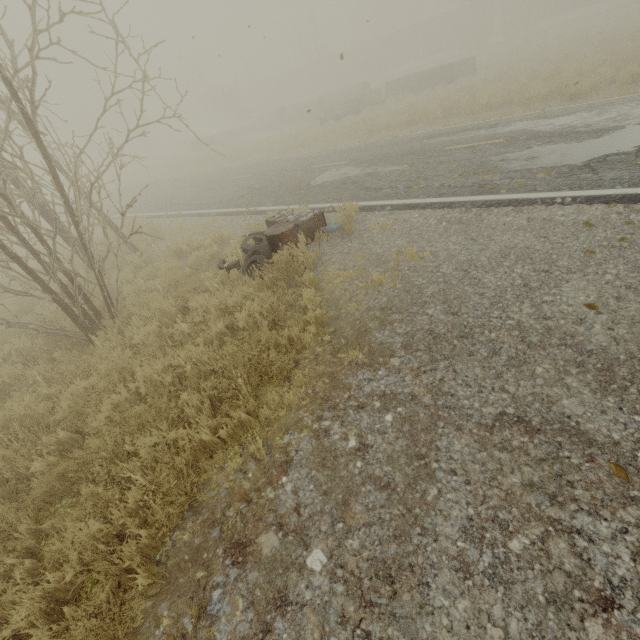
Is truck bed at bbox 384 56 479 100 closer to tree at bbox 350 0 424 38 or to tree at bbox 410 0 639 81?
tree at bbox 410 0 639 81

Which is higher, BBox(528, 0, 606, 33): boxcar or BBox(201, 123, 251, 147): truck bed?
BBox(528, 0, 606, 33): boxcar

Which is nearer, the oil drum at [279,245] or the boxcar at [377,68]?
the oil drum at [279,245]

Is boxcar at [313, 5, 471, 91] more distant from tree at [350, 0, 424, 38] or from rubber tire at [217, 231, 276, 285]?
rubber tire at [217, 231, 276, 285]

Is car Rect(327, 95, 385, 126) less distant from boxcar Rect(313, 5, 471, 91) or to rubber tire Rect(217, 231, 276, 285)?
A: rubber tire Rect(217, 231, 276, 285)

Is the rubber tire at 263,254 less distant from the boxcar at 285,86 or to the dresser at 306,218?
the dresser at 306,218

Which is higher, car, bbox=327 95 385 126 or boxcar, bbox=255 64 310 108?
boxcar, bbox=255 64 310 108

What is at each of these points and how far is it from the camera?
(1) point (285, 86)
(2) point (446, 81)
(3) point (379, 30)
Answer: (1) boxcar, 54.1m
(2) truck bed, 22.9m
(3) tree, 58.1m
